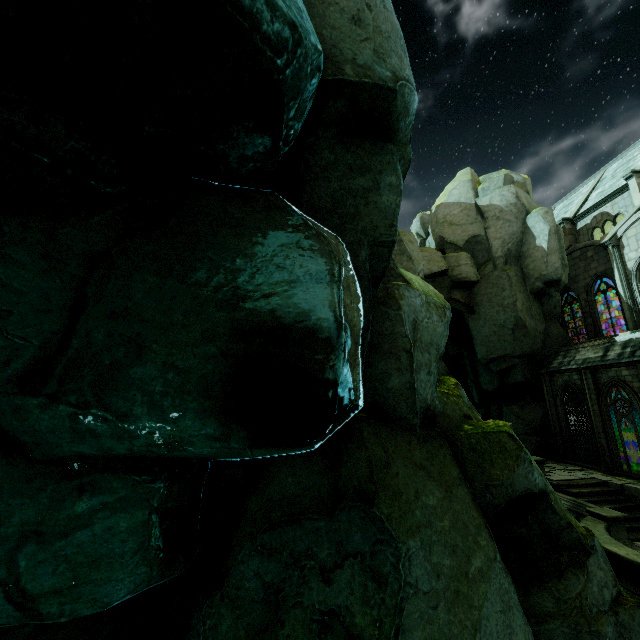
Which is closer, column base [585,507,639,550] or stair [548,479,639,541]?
column base [585,507,639,550]

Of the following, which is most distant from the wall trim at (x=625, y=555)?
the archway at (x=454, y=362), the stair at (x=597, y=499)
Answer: the archway at (x=454, y=362)

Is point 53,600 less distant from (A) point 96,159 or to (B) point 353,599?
(B) point 353,599

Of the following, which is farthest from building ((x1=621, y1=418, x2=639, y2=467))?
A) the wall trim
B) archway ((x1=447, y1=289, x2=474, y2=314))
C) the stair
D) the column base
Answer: the wall trim

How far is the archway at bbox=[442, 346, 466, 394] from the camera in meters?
33.1

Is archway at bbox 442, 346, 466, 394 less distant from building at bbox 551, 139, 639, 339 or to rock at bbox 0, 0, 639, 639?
rock at bbox 0, 0, 639, 639

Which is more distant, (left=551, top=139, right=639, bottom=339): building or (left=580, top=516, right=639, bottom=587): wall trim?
(left=551, top=139, right=639, bottom=339): building

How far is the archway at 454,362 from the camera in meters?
33.1
